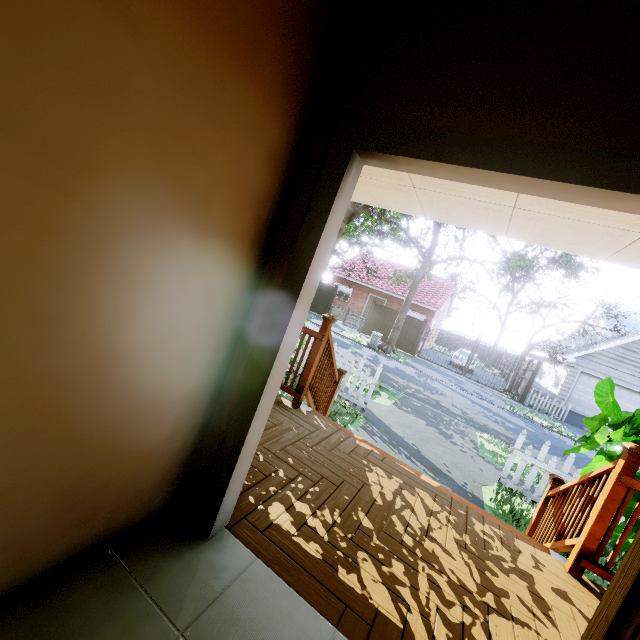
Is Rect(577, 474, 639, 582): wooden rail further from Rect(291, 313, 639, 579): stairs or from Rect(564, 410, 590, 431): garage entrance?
Rect(564, 410, 590, 431): garage entrance

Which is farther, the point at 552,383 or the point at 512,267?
the point at 552,383

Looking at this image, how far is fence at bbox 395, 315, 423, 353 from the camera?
21.6 meters

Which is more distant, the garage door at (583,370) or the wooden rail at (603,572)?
the garage door at (583,370)

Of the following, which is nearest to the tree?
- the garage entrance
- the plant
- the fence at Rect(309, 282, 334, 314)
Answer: the fence at Rect(309, 282, 334, 314)

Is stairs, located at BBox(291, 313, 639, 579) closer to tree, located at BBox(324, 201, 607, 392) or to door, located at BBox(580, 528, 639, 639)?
door, located at BBox(580, 528, 639, 639)

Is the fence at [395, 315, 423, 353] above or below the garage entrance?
above

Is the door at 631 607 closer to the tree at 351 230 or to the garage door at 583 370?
the tree at 351 230
